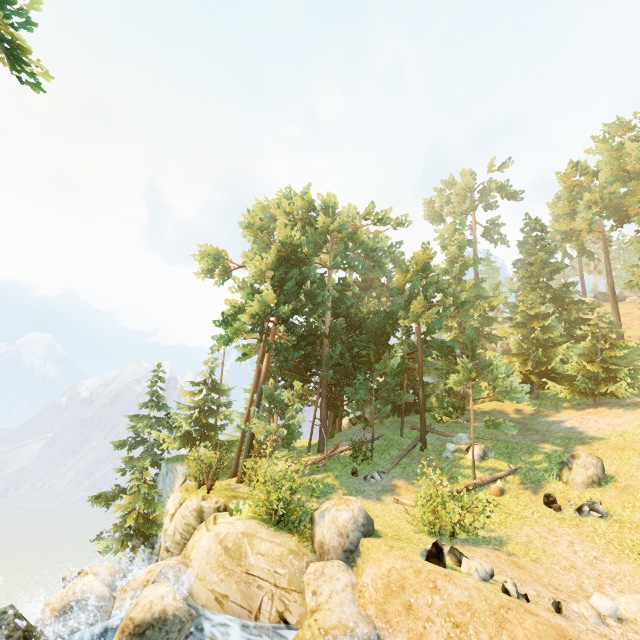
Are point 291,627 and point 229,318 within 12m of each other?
no

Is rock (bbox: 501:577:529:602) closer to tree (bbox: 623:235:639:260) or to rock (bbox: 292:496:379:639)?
rock (bbox: 292:496:379:639)

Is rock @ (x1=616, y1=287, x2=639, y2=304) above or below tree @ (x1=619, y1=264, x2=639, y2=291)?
above

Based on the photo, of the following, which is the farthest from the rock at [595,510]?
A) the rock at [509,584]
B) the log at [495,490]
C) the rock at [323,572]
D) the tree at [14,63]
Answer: the rock at [323,572]

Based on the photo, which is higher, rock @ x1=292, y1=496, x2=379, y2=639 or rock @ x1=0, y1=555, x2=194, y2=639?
rock @ x1=292, y1=496, x2=379, y2=639

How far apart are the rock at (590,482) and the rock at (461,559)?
8.8 meters

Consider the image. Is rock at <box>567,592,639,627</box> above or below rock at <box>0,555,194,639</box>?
above

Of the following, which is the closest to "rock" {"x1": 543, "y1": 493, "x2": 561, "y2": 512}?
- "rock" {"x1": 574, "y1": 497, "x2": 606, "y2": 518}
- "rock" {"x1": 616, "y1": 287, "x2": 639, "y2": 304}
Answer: "rock" {"x1": 574, "y1": 497, "x2": 606, "y2": 518}
